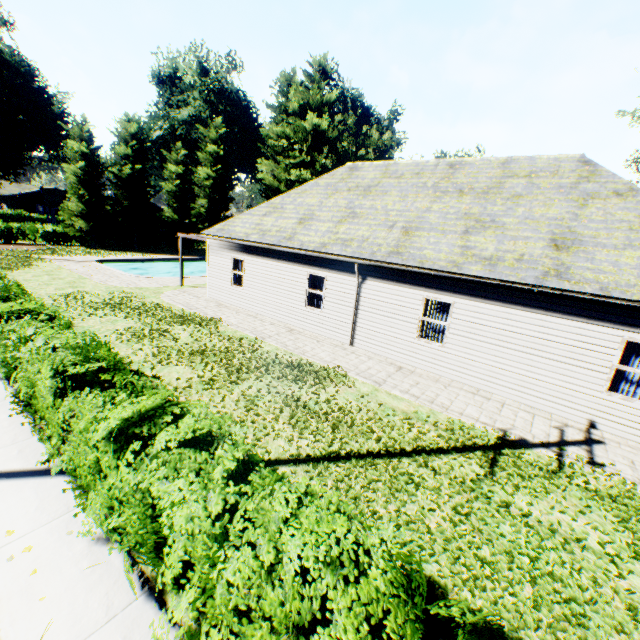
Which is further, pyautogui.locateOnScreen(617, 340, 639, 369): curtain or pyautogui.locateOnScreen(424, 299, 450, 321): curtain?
pyautogui.locateOnScreen(424, 299, 450, 321): curtain

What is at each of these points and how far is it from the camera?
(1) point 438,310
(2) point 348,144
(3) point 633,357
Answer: (1) curtain, 10.7 meters
(2) plant, 39.1 meters
(3) curtain, 8.0 meters

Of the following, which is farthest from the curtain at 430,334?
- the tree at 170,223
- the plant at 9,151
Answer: the plant at 9,151

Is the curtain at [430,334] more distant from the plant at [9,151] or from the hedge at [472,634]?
the plant at [9,151]

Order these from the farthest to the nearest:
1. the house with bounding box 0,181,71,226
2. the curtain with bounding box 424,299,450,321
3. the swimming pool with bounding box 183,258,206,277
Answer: the house with bounding box 0,181,71,226 → the swimming pool with bounding box 183,258,206,277 → the curtain with bounding box 424,299,450,321

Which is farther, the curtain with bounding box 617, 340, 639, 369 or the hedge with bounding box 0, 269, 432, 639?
the curtain with bounding box 617, 340, 639, 369

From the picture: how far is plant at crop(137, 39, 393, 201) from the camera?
39.7m

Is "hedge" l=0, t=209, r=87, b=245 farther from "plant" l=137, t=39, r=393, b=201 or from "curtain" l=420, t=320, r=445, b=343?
"curtain" l=420, t=320, r=445, b=343
